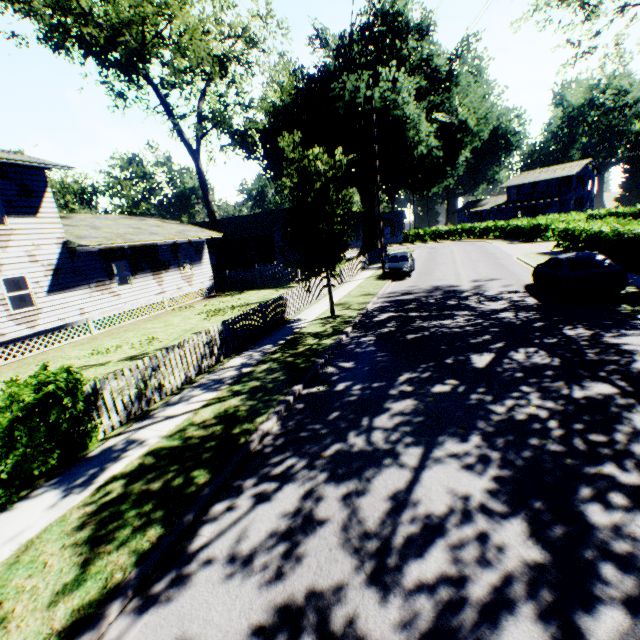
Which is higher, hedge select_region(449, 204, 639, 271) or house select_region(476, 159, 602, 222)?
house select_region(476, 159, 602, 222)

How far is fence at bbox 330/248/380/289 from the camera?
22.2m

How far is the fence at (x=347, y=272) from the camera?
22.25m

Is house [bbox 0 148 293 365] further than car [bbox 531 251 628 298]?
Yes

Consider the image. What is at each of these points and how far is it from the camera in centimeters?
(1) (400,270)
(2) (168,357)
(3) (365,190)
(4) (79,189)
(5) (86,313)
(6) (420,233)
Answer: (1) car, 2205cm
(2) fence, 869cm
(3) plant, 4072cm
(4) tree, 5688cm
(5) house, 1650cm
(6) hedge, 5812cm

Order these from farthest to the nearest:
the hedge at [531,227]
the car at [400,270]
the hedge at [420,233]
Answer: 1. the hedge at [420,233]
2. the car at [400,270]
3. the hedge at [531,227]

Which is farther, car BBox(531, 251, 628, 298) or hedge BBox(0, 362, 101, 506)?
car BBox(531, 251, 628, 298)
